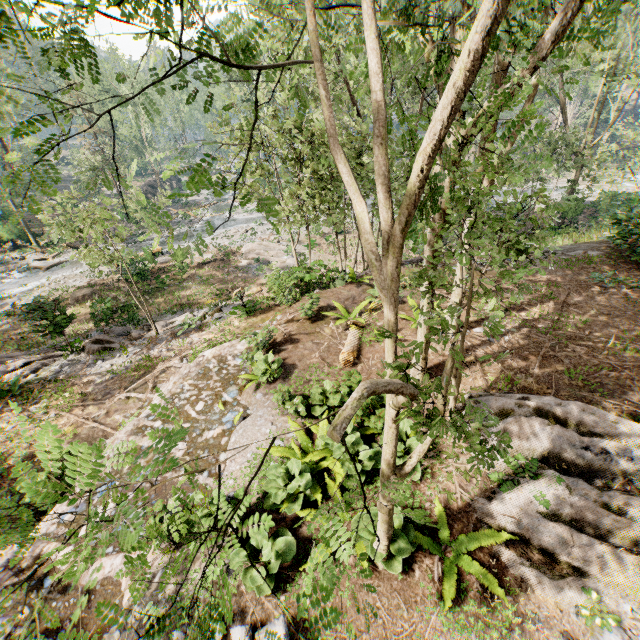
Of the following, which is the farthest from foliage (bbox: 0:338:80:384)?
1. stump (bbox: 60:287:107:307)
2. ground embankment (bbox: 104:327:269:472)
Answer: stump (bbox: 60:287:107:307)

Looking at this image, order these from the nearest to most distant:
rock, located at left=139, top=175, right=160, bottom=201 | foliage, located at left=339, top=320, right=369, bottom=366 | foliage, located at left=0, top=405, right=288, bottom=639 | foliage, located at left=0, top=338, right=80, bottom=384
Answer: foliage, located at left=0, top=405, right=288, bottom=639 → foliage, located at left=339, top=320, right=369, bottom=366 → foliage, located at left=0, top=338, right=80, bottom=384 → rock, located at left=139, top=175, right=160, bottom=201

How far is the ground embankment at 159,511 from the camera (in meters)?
6.23

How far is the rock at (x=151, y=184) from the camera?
49.9 meters

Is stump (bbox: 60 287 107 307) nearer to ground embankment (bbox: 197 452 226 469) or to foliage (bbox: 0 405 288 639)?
foliage (bbox: 0 405 288 639)

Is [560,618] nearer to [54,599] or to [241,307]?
[54,599]

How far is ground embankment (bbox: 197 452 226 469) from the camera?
7.6m

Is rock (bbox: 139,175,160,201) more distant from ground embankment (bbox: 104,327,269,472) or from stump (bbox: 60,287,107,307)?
ground embankment (bbox: 104,327,269,472)
